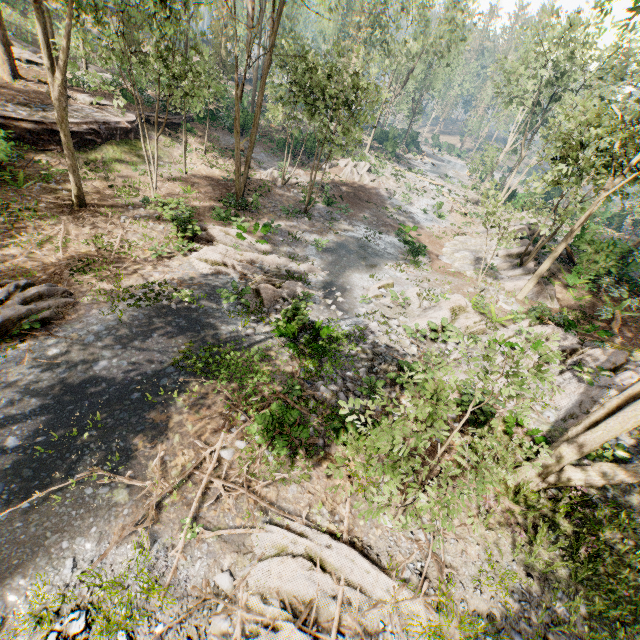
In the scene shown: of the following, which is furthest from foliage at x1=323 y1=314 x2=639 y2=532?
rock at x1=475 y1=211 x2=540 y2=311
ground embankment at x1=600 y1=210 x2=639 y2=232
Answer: ground embankment at x1=600 y1=210 x2=639 y2=232

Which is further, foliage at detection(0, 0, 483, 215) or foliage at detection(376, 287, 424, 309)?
foliage at detection(376, 287, 424, 309)

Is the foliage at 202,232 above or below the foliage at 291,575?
below

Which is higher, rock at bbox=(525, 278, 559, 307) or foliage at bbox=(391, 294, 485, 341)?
rock at bbox=(525, 278, 559, 307)

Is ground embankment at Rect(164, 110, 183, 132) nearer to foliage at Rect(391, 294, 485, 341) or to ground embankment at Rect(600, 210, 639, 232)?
foliage at Rect(391, 294, 485, 341)

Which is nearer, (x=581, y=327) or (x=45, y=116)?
(x=581, y=327)

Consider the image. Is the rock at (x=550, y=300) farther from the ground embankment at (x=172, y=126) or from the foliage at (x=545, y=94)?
the ground embankment at (x=172, y=126)

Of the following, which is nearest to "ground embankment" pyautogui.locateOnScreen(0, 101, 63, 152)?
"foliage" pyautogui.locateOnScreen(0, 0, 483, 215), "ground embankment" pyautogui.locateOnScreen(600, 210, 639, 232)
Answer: "foliage" pyautogui.locateOnScreen(0, 0, 483, 215)
